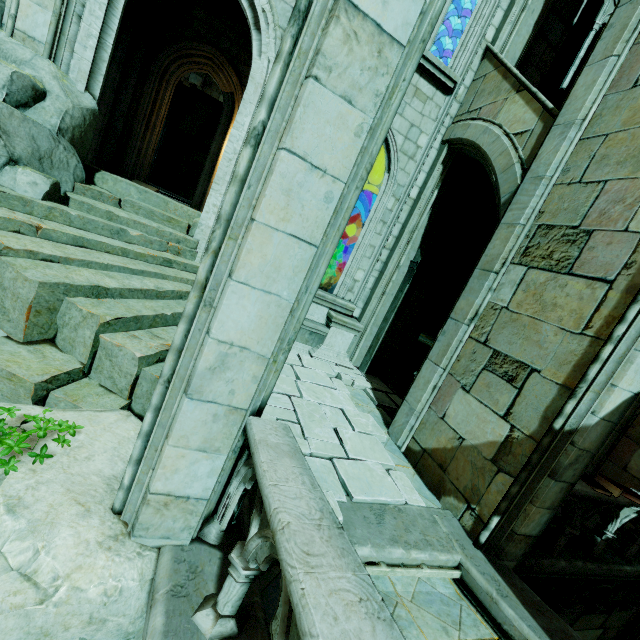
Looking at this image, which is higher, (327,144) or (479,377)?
(327,144)

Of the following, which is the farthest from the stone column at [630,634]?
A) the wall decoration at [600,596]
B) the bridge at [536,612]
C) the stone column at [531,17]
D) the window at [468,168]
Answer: the stone column at [531,17]

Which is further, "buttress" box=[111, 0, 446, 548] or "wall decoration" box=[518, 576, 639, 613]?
"wall decoration" box=[518, 576, 639, 613]

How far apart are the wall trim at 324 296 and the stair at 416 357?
2.18m

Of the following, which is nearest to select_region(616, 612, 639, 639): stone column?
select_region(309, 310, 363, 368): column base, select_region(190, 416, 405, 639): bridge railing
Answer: select_region(309, 310, 363, 368): column base

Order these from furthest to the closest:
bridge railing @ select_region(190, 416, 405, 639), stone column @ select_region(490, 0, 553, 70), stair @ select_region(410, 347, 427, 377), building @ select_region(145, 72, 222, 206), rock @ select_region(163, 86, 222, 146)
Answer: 1. rock @ select_region(163, 86, 222, 146)
2. building @ select_region(145, 72, 222, 206)
3. stair @ select_region(410, 347, 427, 377)
4. stone column @ select_region(490, 0, 553, 70)
5. bridge railing @ select_region(190, 416, 405, 639)

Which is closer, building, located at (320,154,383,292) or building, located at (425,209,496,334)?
building, located at (320,154,383,292)

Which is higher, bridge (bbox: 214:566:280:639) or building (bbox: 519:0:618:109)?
building (bbox: 519:0:618:109)
